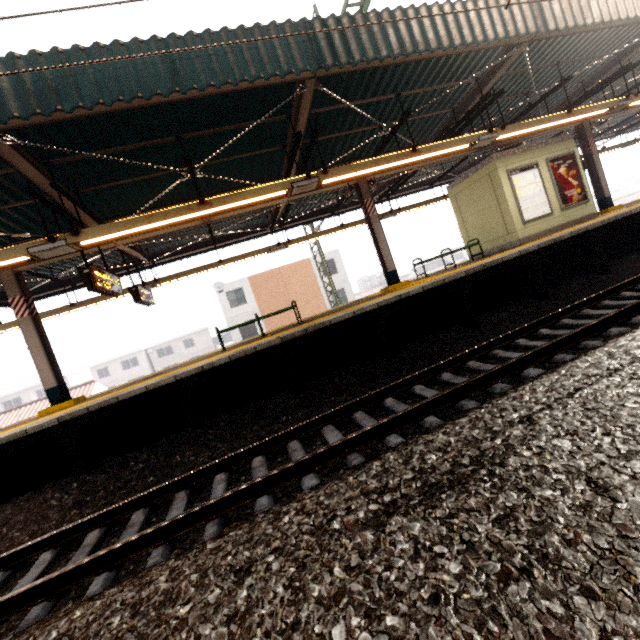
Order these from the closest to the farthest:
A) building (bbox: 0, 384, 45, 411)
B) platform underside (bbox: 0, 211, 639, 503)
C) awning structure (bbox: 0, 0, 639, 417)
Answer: awning structure (bbox: 0, 0, 639, 417) → platform underside (bbox: 0, 211, 639, 503) → building (bbox: 0, 384, 45, 411)

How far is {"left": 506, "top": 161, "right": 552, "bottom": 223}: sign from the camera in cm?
1019

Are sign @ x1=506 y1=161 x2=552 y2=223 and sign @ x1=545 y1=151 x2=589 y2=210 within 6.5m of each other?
yes

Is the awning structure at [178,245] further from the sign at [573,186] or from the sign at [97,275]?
the sign at [573,186]

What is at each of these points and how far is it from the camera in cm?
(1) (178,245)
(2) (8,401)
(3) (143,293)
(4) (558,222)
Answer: (1) awning structure, 1297
(2) building, 4453
(3) sign, 980
(4) elevator, 1059

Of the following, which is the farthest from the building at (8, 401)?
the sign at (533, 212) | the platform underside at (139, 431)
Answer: the sign at (533, 212)

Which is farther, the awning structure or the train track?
the awning structure

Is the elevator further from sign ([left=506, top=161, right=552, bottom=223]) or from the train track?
the train track
